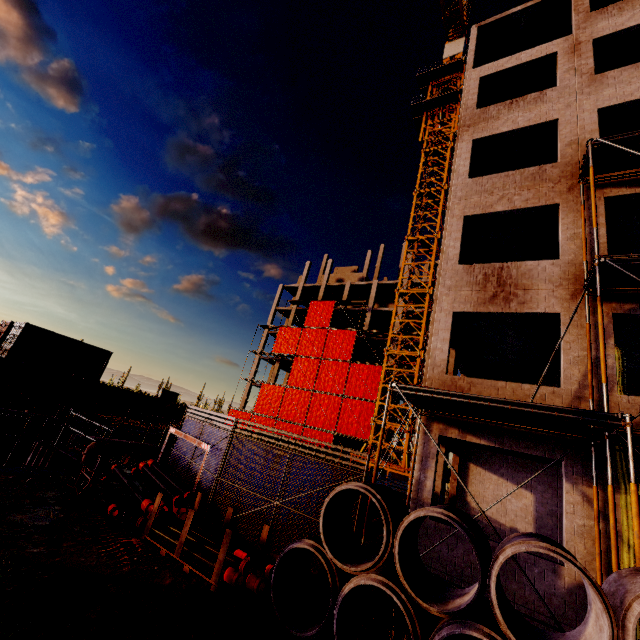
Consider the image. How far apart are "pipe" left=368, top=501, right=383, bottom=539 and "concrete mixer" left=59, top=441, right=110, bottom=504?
7.2m

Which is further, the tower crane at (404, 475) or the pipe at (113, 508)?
the tower crane at (404, 475)

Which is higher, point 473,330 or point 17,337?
point 473,330

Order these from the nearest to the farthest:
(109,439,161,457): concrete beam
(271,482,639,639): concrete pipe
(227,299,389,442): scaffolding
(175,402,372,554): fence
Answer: (271,482,639,639): concrete pipe < (175,402,372,554): fence < (109,439,161,457): concrete beam < (227,299,389,442): scaffolding

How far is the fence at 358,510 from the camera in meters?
6.3

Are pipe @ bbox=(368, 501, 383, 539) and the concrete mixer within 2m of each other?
no

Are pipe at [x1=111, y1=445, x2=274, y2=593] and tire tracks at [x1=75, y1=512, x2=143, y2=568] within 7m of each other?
yes

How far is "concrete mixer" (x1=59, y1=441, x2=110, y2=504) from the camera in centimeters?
755cm
